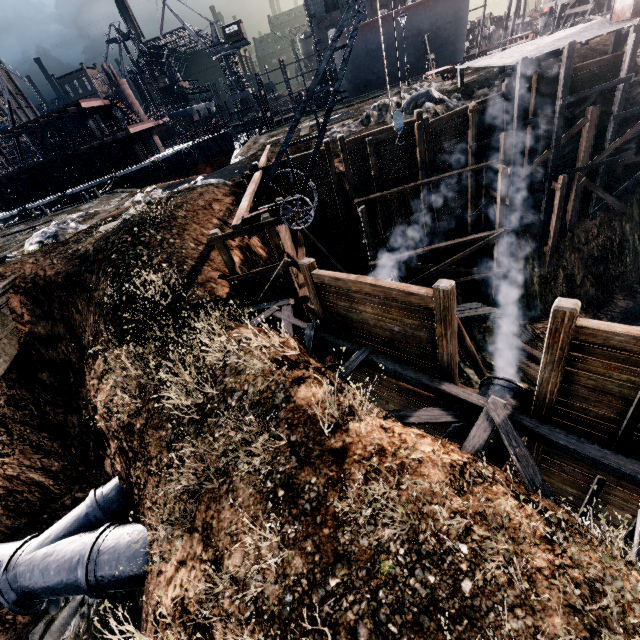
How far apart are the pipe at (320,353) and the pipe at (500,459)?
5.85m

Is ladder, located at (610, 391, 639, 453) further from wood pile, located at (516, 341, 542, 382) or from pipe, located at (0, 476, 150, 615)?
pipe, located at (0, 476, 150, 615)

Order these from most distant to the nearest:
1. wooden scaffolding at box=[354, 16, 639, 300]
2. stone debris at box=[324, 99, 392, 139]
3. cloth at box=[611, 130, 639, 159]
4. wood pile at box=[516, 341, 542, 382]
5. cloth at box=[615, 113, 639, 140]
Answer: stone debris at box=[324, 99, 392, 139], cloth at box=[611, 130, 639, 159], cloth at box=[615, 113, 639, 140], wood pile at box=[516, 341, 542, 382], wooden scaffolding at box=[354, 16, 639, 300]

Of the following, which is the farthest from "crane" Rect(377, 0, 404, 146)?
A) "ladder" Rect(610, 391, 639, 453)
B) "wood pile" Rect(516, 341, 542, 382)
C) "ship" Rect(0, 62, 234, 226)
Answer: "ship" Rect(0, 62, 234, 226)

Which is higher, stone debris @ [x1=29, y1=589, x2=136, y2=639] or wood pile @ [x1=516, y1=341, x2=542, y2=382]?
stone debris @ [x1=29, y1=589, x2=136, y2=639]

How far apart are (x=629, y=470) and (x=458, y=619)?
4.98m

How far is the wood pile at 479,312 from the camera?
20.4m

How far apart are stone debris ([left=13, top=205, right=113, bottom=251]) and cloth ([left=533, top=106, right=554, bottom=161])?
27.7m
